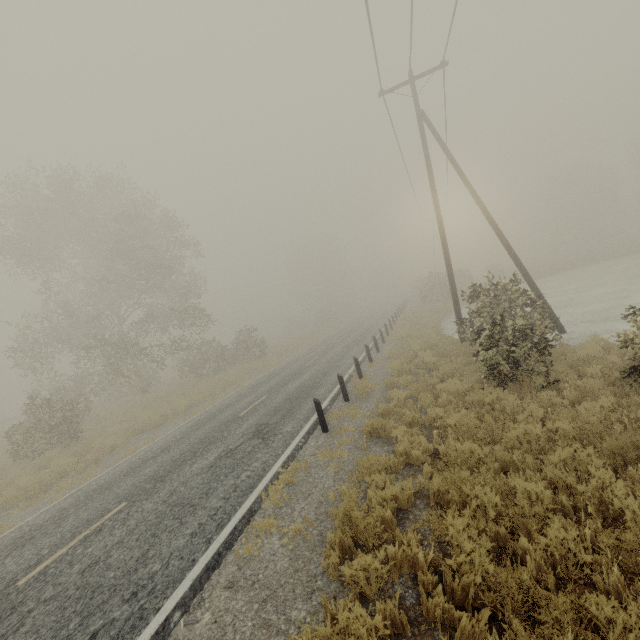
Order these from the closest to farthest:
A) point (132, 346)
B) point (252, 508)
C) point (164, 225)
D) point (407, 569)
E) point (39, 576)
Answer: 1. point (407, 569)
2. point (39, 576)
3. point (252, 508)
4. point (132, 346)
5. point (164, 225)

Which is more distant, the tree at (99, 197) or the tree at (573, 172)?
the tree at (573, 172)

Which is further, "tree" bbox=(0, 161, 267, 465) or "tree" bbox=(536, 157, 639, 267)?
"tree" bbox=(536, 157, 639, 267)
